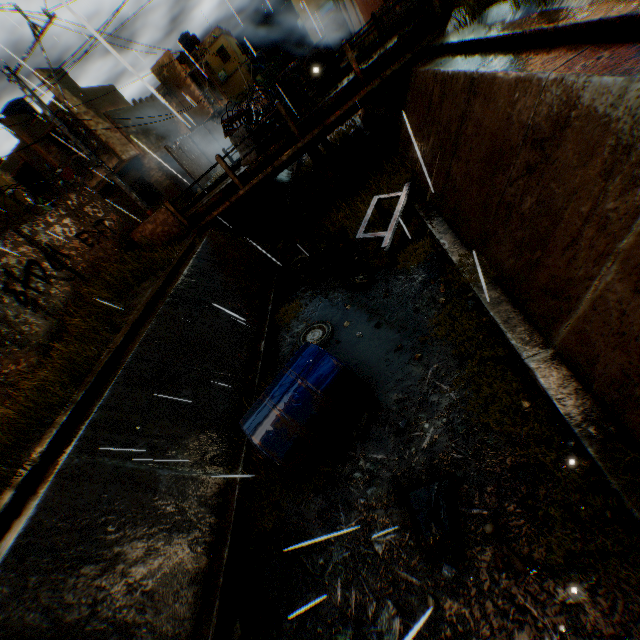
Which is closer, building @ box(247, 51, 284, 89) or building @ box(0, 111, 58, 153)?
building @ box(0, 111, 58, 153)

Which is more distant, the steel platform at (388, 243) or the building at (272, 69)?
the building at (272, 69)

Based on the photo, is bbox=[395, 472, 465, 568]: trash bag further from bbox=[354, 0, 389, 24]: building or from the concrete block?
the concrete block

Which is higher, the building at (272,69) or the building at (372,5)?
the building at (272,69)

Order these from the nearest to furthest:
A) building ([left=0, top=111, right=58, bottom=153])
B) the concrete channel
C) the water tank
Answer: the concrete channel, the water tank, building ([left=0, top=111, right=58, bottom=153])

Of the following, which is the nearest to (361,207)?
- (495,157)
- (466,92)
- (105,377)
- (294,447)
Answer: (466,92)

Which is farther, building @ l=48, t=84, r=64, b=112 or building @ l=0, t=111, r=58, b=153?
building @ l=0, t=111, r=58, b=153

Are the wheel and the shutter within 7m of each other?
no
